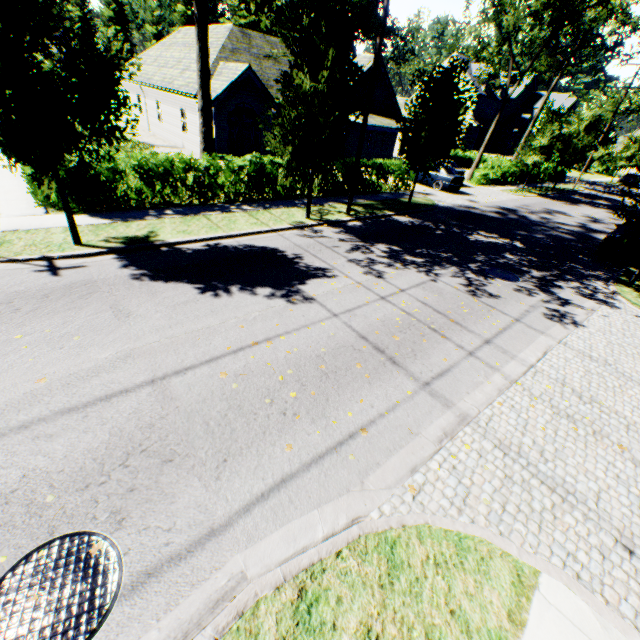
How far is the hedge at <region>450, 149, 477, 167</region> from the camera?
38.62m

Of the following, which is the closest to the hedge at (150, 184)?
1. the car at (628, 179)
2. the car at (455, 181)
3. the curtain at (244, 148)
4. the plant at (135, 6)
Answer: the curtain at (244, 148)

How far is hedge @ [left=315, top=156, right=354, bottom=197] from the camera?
16.27m

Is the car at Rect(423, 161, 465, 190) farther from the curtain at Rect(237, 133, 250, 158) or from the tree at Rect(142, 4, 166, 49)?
the curtain at Rect(237, 133, 250, 158)

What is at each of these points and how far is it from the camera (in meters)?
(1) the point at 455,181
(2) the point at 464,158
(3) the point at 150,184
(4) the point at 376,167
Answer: (1) car, 22.34
(2) hedge, 39.41
(3) hedge, 12.16
(4) hedge, 18.12

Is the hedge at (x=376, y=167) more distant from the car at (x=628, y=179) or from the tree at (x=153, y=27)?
the car at (x=628, y=179)

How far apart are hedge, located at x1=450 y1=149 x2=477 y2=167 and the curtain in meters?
28.8

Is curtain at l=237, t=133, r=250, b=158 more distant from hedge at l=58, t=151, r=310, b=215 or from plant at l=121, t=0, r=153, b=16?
plant at l=121, t=0, r=153, b=16
